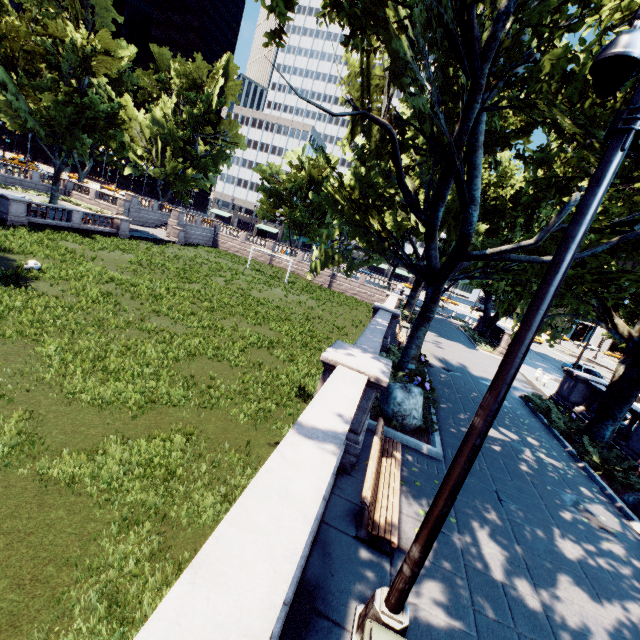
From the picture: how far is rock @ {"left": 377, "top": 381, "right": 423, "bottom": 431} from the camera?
9.1 meters

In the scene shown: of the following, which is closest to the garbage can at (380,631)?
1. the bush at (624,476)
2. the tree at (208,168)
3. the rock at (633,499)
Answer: the tree at (208,168)

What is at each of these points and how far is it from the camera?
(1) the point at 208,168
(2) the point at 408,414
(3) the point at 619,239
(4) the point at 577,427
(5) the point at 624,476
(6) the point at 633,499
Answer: (1) tree, 52.53m
(2) rock, 9.11m
(3) tree, 8.95m
(4) bush, 13.59m
(5) bush, 9.91m
(6) rock, 8.92m

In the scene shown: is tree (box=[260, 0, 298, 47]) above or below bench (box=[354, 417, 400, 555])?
above

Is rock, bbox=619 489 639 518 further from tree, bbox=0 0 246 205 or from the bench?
the bench

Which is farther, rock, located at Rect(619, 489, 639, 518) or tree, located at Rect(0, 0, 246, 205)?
tree, located at Rect(0, 0, 246, 205)

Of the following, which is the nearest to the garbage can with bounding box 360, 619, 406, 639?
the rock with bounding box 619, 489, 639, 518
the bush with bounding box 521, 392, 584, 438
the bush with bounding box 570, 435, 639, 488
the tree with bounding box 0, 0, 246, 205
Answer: the tree with bounding box 0, 0, 246, 205

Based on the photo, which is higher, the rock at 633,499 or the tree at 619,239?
the tree at 619,239
